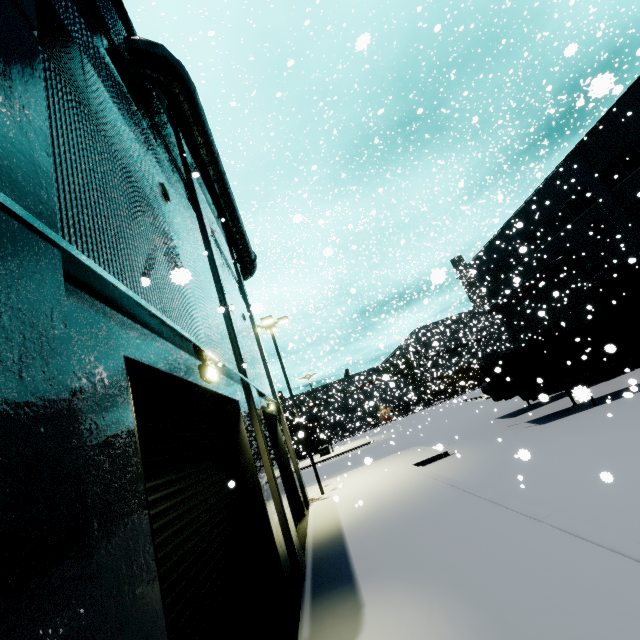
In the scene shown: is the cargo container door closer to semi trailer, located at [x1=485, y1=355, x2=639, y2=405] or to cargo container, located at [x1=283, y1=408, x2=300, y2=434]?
semi trailer, located at [x1=485, y1=355, x2=639, y2=405]

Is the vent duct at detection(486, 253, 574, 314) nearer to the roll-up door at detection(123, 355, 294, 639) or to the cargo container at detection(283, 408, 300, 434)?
the roll-up door at detection(123, 355, 294, 639)

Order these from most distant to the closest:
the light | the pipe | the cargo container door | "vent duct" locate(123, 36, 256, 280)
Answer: the pipe → the cargo container door → "vent duct" locate(123, 36, 256, 280) → the light

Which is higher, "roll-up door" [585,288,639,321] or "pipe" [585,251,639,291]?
"pipe" [585,251,639,291]

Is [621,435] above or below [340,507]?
below

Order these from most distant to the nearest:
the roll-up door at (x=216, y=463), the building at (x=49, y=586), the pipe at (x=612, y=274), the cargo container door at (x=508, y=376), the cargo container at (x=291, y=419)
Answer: the cargo container at (x=291, y=419) < the pipe at (x=612, y=274) < the cargo container door at (x=508, y=376) < the roll-up door at (x=216, y=463) < the building at (x=49, y=586)

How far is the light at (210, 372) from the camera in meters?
5.4

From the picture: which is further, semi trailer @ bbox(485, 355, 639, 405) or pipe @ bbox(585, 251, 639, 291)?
pipe @ bbox(585, 251, 639, 291)
